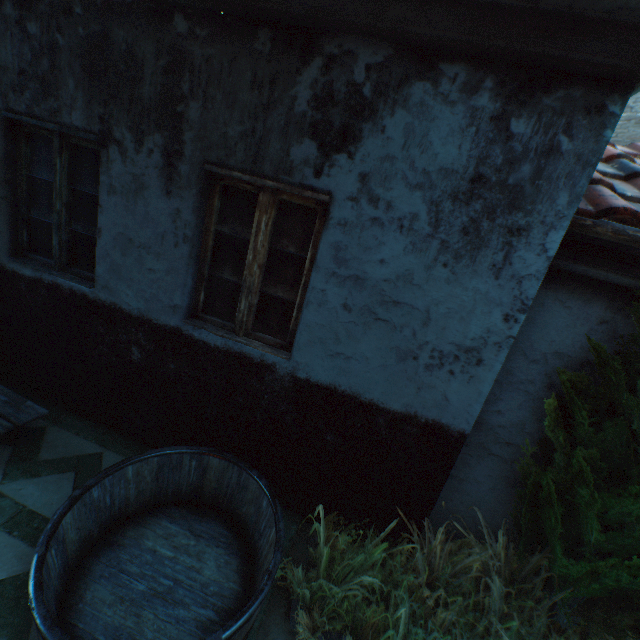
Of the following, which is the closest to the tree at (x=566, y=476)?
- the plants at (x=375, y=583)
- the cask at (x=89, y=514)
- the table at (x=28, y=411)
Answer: the plants at (x=375, y=583)

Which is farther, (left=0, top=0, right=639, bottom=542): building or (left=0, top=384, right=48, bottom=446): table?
(left=0, top=384, right=48, bottom=446): table

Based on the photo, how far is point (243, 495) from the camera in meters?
2.6 m

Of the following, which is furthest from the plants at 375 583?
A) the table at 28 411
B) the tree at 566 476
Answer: the table at 28 411

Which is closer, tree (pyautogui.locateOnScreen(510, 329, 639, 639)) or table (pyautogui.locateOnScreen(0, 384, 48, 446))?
tree (pyautogui.locateOnScreen(510, 329, 639, 639))

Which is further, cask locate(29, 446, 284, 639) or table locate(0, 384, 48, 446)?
table locate(0, 384, 48, 446)

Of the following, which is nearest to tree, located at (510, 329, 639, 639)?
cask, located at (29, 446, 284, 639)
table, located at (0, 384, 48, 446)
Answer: cask, located at (29, 446, 284, 639)

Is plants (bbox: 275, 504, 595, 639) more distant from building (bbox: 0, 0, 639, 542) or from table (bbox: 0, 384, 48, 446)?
table (bbox: 0, 384, 48, 446)
